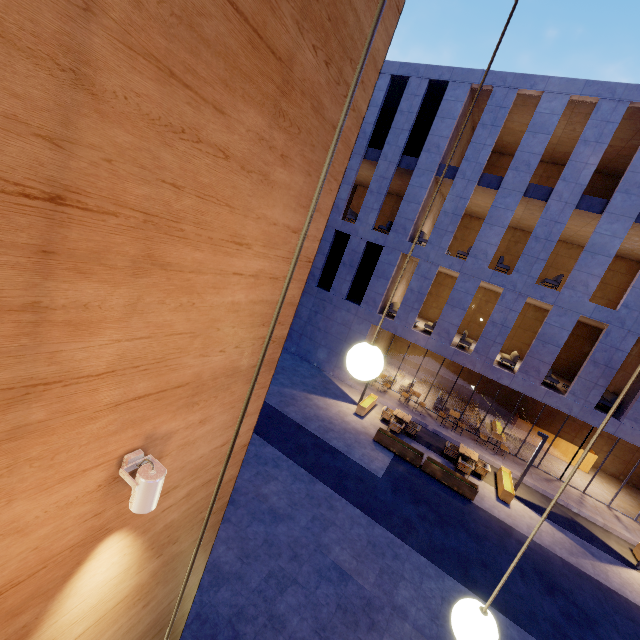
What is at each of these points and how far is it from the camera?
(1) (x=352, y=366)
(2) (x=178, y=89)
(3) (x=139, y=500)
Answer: (1) lamp, 1.6 meters
(2) building, 1.4 meters
(3) lamp, 1.9 meters

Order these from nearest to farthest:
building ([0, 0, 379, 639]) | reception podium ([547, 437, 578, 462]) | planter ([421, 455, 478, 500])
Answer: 1. building ([0, 0, 379, 639])
2. planter ([421, 455, 478, 500])
3. reception podium ([547, 437, 578, 462])

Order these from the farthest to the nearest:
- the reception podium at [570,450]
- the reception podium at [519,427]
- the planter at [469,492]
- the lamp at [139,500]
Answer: the reception podium at [519,427] < the reception podium at [570,450] < the planter at [469,492] < the lamp at [139,500]

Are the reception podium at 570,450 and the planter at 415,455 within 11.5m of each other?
yes

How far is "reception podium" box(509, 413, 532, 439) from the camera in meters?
18.7

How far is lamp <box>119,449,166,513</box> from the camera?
1.86m
